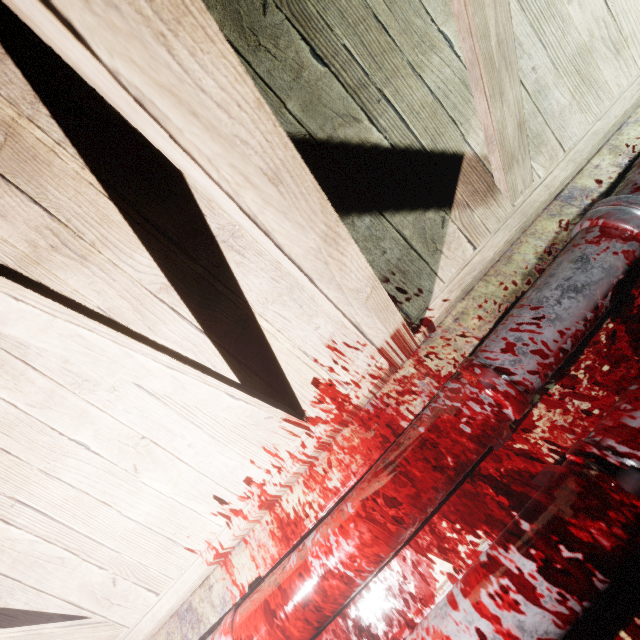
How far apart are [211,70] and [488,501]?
1.2m

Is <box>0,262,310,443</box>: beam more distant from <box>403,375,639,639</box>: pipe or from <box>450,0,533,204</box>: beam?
<box>403,375,639,639</box>: pipe

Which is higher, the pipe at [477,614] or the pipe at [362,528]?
the pipe at [362,528]

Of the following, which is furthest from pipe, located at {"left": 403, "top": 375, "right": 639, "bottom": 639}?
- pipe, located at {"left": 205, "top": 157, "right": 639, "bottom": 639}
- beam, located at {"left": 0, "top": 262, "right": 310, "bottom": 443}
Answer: beam, located at {"left": 0, "top": 262, "right": 310, "bottom": 443}

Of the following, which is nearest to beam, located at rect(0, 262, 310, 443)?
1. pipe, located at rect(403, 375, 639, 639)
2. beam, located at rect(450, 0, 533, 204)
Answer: beam, located at rect(450, 0, 533, 204)

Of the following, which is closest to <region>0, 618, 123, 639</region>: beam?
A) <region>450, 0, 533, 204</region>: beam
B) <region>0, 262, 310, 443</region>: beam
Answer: <region>0, 262, 310, 443</region>: beam

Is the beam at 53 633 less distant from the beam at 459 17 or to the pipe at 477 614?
the pipe at 477 614

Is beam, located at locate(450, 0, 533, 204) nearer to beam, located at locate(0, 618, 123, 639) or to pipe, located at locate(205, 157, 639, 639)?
pipe, located at locate(205, 157, 639, 639)
